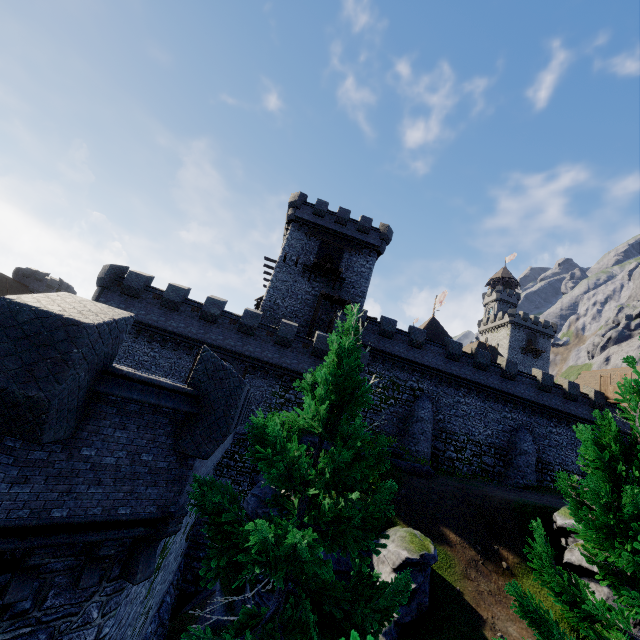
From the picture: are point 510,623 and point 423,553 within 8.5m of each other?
yes

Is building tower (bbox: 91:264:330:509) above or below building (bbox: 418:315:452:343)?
below

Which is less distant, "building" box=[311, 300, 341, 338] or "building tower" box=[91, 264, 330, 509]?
"building tower" box=[91, 264, 330, 509]

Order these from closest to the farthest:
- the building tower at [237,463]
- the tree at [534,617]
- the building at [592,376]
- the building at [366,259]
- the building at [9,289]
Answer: the tree at [534,617] → the building tower at [237,463] → the building at [366,259] → the building at [592,376] → the building at [9,289]

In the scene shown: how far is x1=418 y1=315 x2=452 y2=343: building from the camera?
47.5 meters

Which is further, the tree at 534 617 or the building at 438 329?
the building at 438 329

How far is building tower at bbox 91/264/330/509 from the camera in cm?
2342

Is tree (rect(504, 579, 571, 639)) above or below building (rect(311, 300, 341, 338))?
below
